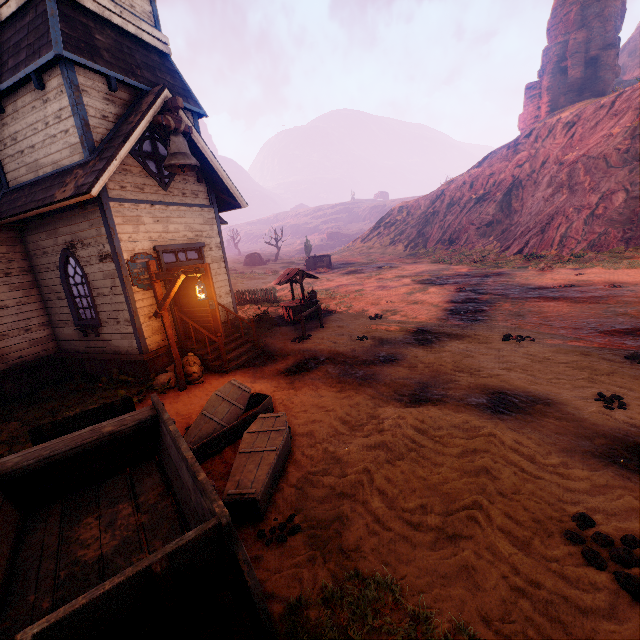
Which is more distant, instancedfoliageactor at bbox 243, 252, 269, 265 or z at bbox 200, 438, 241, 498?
instancedfoliageactor at bbox 243, 252, 269, 265

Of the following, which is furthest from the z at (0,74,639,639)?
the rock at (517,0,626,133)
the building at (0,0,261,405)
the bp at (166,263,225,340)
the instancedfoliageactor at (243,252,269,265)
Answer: the instancedfoliageactor at (243,252,269,265)

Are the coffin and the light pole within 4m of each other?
yes

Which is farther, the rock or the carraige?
the rock

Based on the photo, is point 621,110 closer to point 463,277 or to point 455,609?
point 463,277

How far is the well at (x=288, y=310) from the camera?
14.0 meters

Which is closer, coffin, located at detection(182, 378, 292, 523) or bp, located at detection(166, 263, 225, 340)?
Answer: coffin, located at detection(182, 378, 292, 523)

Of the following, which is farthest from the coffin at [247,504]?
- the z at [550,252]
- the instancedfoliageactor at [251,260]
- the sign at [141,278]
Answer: the instancedfoliageactor at [251,260]
